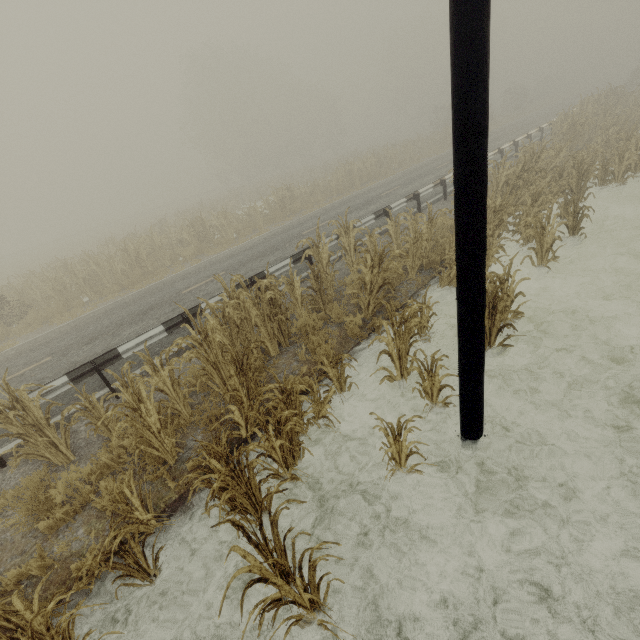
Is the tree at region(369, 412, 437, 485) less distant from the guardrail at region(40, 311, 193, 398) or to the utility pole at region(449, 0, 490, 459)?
the utility pole at region(449, 0, 490, 459)

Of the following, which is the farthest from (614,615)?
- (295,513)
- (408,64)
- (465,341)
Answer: (408,64)

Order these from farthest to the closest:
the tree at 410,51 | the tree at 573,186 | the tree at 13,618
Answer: the tree at 410,51 < the tree at 573,186 < the tree at 13,618

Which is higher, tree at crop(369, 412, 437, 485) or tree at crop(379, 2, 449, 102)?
tree at crop(379, 2, 449, 102)

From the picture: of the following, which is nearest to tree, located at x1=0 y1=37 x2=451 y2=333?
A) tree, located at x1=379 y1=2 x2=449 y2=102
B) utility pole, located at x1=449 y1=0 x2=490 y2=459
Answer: utility pole, located at x1=449 y1=0 x2=490 y2=459

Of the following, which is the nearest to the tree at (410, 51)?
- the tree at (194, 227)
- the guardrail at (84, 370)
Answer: the tree at (194, 227)

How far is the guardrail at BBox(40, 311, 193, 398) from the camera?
6.34m
